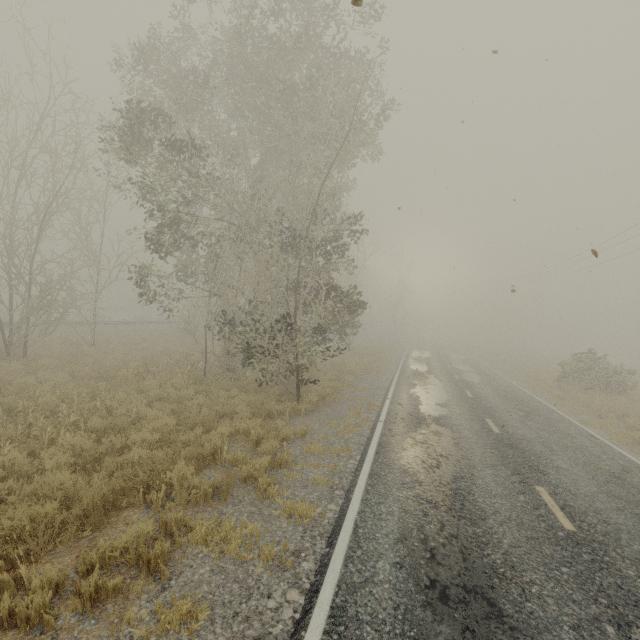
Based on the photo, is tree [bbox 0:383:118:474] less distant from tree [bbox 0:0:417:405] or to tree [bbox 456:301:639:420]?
tree [bbox 0:0:417:405]

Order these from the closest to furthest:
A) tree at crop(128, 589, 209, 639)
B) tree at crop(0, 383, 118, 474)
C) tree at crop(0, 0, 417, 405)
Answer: tree at crop(128, 589, 209, 639), tree at crop(0, 383, 118, 474), tree at crop(0, 0, 417, 405)

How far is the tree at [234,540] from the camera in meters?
4.6

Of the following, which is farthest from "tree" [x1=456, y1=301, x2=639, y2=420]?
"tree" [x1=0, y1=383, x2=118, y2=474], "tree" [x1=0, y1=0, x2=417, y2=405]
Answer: "tree" [x1=0, y1=383, x2=118, y2=474]

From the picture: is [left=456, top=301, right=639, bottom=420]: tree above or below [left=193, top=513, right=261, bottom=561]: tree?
above

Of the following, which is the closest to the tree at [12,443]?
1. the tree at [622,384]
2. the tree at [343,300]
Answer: the tree at [343,300]

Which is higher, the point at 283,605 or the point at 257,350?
the point at 257,350
